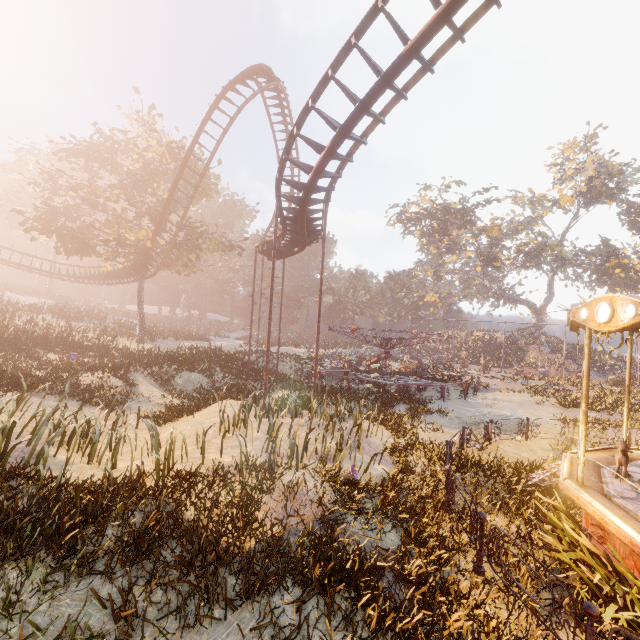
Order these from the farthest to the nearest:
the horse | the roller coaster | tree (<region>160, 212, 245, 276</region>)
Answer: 1. tree (<region>160, 212, 245, 276</region>)
2. the roller coaster
3. the horse

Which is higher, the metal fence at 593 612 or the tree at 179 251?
the tree at 179 251

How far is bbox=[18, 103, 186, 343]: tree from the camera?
24.53m

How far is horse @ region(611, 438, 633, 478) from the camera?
6.6m

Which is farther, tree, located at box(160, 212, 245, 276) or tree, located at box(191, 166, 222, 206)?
tree, located at box(191, 166, 222, 206)

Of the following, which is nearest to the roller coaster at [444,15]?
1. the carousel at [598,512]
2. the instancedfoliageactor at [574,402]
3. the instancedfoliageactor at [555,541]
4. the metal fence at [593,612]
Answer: the carousel at [598,512]

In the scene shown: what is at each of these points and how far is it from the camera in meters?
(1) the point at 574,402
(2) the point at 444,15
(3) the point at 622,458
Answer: (1) instancedfoliageactor, 19.1 m
(2) roller coaster, 7.5 m
(3) horse, 6.7 m

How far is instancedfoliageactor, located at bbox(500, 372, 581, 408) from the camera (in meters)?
19.79
